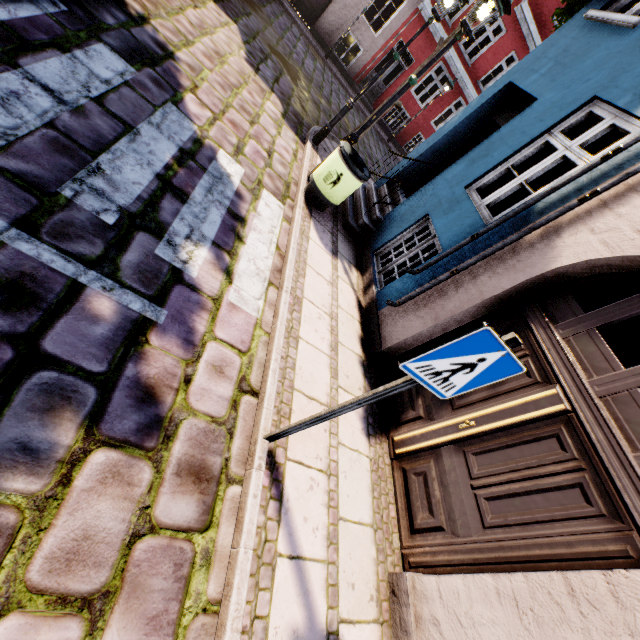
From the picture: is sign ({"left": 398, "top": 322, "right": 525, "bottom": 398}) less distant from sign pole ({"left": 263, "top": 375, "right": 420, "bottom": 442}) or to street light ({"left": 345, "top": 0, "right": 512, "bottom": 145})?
sign pole ({"left": 263, "top": 375, "right": 420, "bottom": 442})

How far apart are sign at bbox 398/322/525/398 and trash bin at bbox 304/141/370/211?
4.2m

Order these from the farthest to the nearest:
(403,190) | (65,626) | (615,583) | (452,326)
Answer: (403,190)
(452,326)
(615,583)
(65,626)

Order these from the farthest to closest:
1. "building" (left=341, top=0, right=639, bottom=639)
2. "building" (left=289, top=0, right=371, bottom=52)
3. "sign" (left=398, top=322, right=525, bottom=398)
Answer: "building" (left=289, top=0, right=371, bottom=52)
"building" (left=341, top=0, right=639, bottom=639)
"sign" (left=398, top=322, right=525, bottom=398)

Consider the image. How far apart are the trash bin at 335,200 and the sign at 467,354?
4.2m

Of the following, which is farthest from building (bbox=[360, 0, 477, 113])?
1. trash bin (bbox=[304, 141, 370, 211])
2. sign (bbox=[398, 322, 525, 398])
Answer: sign (bbox=[398, 322, 525, 398])

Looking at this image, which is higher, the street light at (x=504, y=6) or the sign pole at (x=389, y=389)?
the street light at (x=504, y=6)
